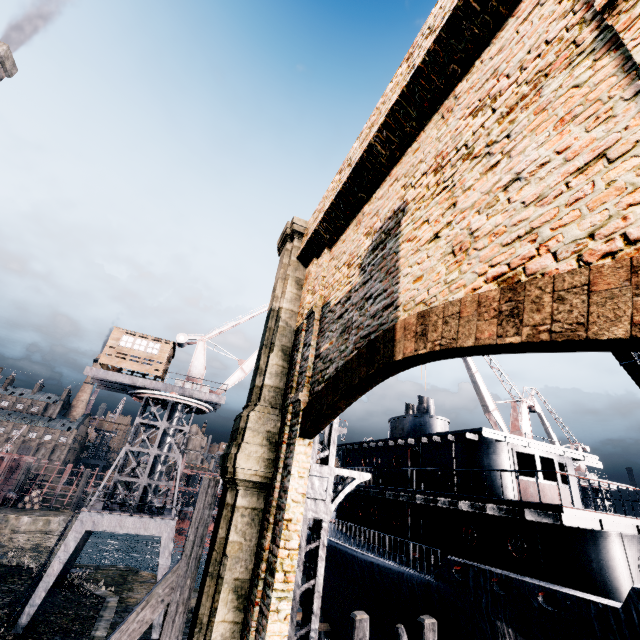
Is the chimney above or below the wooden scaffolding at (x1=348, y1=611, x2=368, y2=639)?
above

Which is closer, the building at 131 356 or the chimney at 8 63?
the building at 131 356

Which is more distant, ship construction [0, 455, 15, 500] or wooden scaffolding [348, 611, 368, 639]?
ship construction [0, 455, 15, 500]

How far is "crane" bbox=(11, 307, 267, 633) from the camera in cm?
2019

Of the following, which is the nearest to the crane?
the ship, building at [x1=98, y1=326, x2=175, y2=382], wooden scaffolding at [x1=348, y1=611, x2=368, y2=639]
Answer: building at [x1=98, y1=326, x2=175, y2=382]

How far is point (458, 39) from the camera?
5.89m

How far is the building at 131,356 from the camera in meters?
25.4

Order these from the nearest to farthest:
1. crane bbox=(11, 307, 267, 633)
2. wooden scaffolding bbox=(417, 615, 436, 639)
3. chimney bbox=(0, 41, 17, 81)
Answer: wooden scaffolding bbox=(417, 615, 436, 639)
crane bbox=(11, 307, 267, 633)
chimney bbox=(0, 41, 17, 81)
